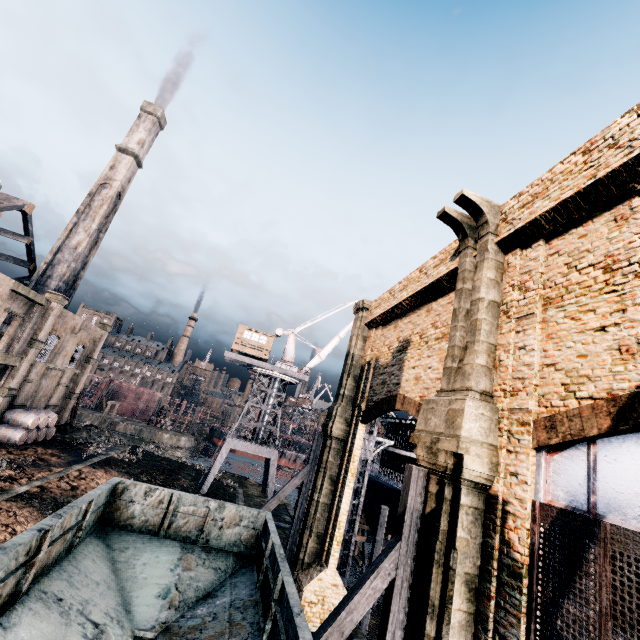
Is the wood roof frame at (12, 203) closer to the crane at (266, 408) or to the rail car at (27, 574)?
the crane at (266, 408)

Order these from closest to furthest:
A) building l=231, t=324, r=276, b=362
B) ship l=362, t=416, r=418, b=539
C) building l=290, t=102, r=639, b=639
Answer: building l=290, t=102, r=639, b=639 → ship l=362, t=416, r=418, b=539 → building l=231, t=324, r=276, b=362

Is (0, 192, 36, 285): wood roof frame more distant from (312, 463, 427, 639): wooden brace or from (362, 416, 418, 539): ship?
(362, 416, 418, 539): ship

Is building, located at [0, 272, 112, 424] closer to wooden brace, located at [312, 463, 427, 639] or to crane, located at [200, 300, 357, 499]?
crane, located at [200, 300, 357, 499]

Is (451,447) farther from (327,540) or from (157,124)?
(157,124)

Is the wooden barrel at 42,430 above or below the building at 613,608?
below

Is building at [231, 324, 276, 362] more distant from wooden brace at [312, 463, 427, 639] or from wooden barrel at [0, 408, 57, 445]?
wooden brace at [312, 463, 427, 639]

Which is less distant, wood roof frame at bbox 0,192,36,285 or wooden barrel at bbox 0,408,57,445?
wooden barrel at bbox 0,408,57,445
